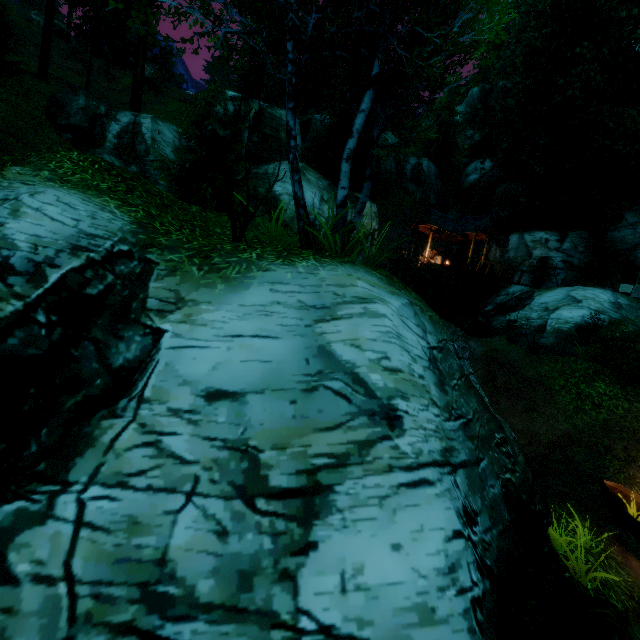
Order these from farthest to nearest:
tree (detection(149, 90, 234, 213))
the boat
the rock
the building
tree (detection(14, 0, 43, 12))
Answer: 1. tree (detection(14, 0, 43, 12))
2. the rock
3. the building
4. tree (detection(149, 90, 234, 213))
5. the boat

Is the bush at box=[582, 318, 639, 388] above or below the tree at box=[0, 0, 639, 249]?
below

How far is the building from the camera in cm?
2428

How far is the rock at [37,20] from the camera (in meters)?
32.93

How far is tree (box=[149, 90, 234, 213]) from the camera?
13.44m

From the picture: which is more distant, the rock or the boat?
the rock

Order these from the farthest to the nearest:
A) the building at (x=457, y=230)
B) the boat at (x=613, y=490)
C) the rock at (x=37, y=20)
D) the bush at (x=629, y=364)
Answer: the rock at (x=37, y=20) < the building at (x=457, y=230) < the bush at (x=629, y=364) < the boat at (x=613, y=490)

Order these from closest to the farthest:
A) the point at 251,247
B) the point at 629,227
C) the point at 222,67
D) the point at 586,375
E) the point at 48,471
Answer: the point at 48,471
the point at 251,247
the point at 586,375
the point at 629,227
the point at 222,67
